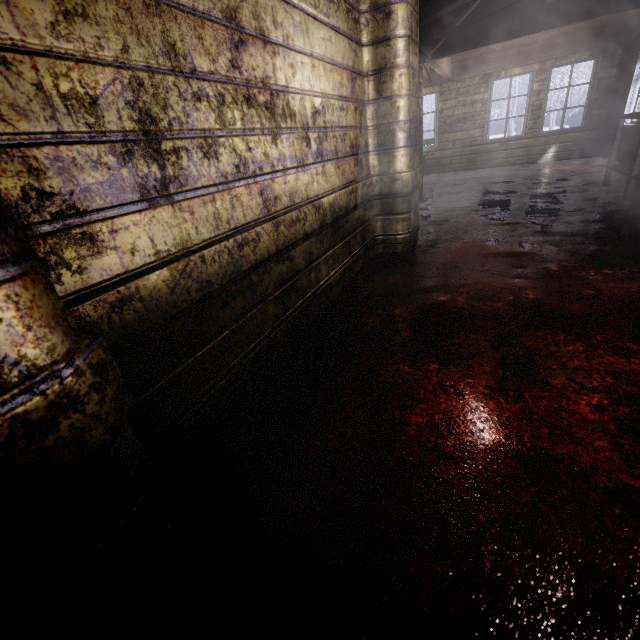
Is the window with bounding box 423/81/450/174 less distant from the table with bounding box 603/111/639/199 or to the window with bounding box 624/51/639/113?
the window with bounding box 624/51/639/113

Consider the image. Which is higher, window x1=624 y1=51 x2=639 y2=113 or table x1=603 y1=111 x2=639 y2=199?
window x1=624 y1=51 x2=639 y2=113

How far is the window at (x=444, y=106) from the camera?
7.8 meters

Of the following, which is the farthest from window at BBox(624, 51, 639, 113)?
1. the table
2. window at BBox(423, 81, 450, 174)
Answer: window at BBox(423, 81, 450, 174)

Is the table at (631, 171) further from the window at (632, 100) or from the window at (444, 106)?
the window at (444, 106)

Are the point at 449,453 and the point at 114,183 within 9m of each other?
yes

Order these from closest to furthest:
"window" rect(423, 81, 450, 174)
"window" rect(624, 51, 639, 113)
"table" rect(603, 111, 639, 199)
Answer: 1. "table" rect(603, 111, 639, 199)
2. "window" rect(624, 51, 639, 113)
3. "window" rect(423, 81, 450, 174)

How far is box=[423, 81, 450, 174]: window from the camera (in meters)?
7.80
